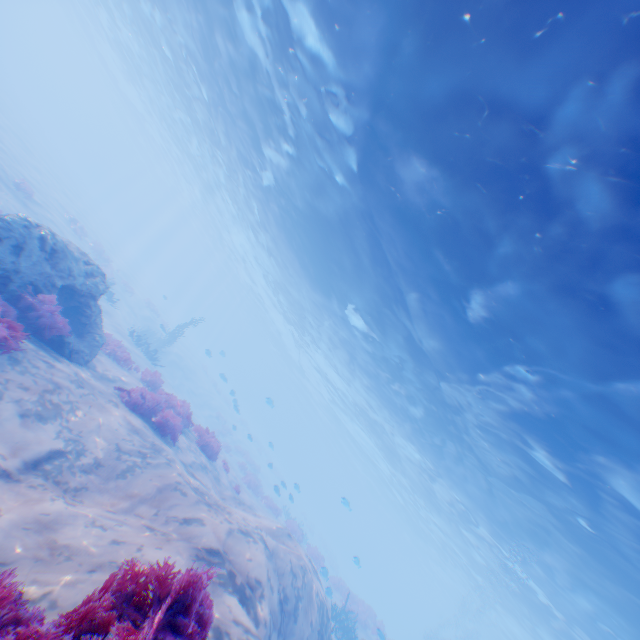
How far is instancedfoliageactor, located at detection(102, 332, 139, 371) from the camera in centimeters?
1411cm

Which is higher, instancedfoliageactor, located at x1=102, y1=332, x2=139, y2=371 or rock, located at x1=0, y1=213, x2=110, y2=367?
rock, located at x1=0, y1=213, x2=110, y2=367

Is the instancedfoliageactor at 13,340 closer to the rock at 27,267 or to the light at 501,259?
the rock at 27,267

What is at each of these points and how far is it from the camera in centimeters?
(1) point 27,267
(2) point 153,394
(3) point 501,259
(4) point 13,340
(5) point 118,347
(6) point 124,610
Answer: (1) rock, 840cm
(2) instancedfoliageactor, 1122cm
(3) light, 953cm
(4) instancedfoliageactor, 671cm
(5) instancedfoliageactor, 1434cm
(6) instancedfoliageactor, 239cm

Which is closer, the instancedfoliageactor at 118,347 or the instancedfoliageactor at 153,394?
the instancedfoliageactor at 153,394

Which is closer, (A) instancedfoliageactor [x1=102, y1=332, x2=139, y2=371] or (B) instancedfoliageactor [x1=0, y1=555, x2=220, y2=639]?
(B) instancedfoliageactor [x1=0, y1=555, x2=220, y2=639]

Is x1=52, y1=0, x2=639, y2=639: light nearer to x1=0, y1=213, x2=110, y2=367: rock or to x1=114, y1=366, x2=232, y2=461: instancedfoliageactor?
x1=114, y1=366, x2=232, y2=461: instancedfoliageactor
